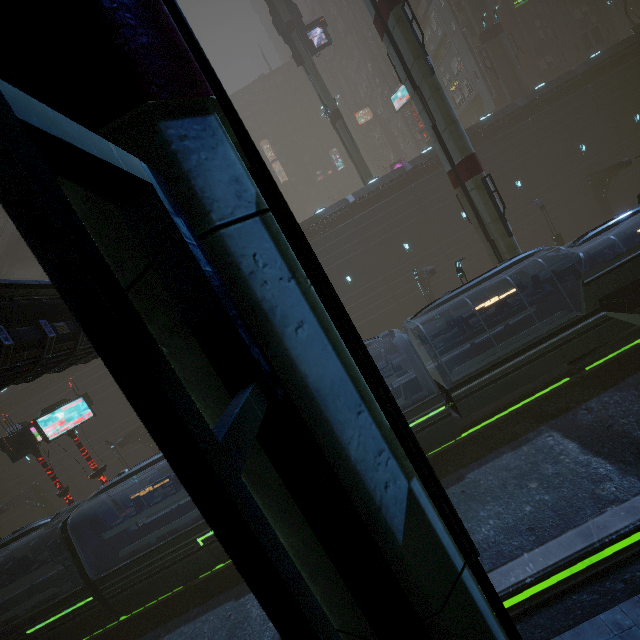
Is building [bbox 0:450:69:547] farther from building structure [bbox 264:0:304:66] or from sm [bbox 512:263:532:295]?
building structure [bbox 264:0:304:66]

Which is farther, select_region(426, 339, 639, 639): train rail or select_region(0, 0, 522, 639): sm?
select_region(426, 339, 639, 639): train rail

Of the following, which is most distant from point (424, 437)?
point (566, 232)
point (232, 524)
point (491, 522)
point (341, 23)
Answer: point (341, 23)

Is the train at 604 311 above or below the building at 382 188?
below

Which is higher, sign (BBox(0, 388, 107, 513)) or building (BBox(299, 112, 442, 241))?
building (BBox(299, 112, 442, 241))

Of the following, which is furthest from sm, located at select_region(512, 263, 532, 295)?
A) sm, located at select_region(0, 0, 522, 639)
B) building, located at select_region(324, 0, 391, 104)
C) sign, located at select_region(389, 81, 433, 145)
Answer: sm, located at select_region(0, 0, 522, 639)

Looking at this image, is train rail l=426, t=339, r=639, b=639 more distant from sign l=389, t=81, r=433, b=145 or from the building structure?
the building structure

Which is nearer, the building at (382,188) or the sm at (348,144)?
the building at (382,188)
